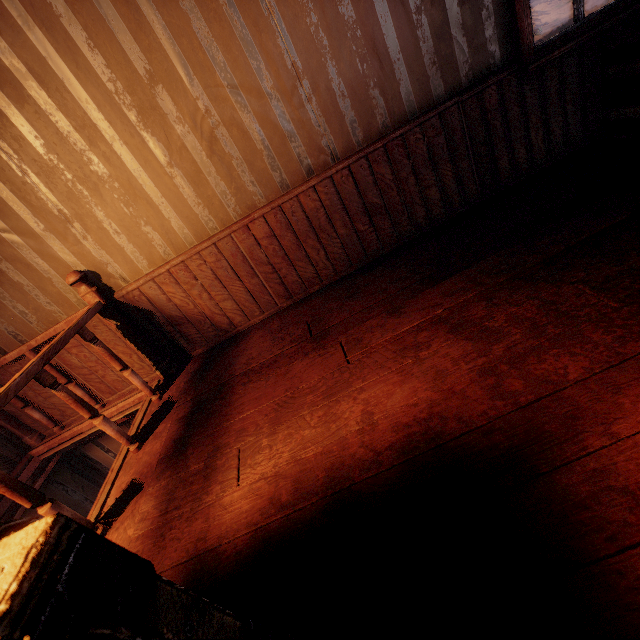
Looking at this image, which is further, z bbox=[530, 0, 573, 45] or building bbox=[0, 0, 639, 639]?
z bbox=[530, 0, 573, 45]

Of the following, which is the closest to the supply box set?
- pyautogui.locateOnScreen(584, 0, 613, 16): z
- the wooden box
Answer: the wooden box

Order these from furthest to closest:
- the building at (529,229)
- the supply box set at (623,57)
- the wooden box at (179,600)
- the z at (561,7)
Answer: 1. the z at (561,7)
2. the supply box set at (623,57)
3. the building at (529,229)
4. the wooden box at (179,600)

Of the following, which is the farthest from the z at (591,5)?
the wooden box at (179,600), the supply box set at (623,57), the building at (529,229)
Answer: the wooden box at (179,600)

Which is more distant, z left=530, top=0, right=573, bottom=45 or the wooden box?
z left=530, top=0, right=573, bottom=45

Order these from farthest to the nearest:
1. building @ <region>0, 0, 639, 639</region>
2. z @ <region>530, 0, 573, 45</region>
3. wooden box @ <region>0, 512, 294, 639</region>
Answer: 1. z @ <region>530, 0, 573, 45</region>
2. building @ <region>0, 0, 639, 639</region>
3. wooden box @ <region>0, 512, 294, 639</region>

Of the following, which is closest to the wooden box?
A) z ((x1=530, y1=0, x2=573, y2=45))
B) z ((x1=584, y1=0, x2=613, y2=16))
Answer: z ((x1=584, y1=0, x2=613, y2=16))

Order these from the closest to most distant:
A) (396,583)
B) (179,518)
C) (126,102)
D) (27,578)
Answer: (27,578), (396,583), (179,518), (126,102)
